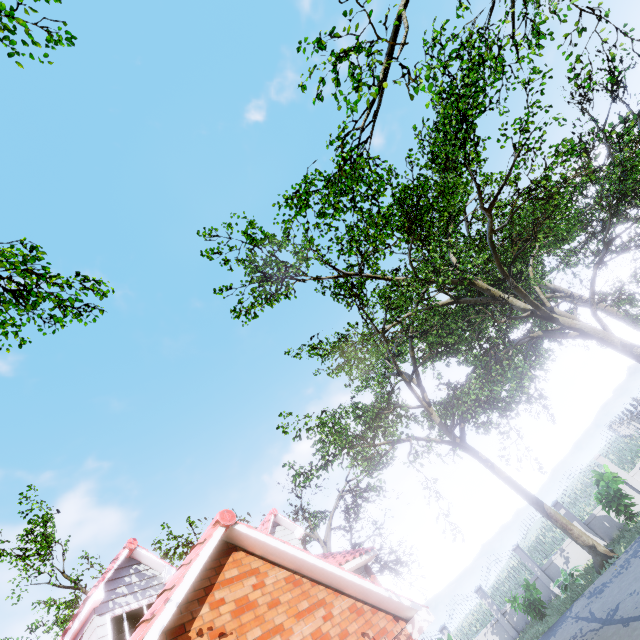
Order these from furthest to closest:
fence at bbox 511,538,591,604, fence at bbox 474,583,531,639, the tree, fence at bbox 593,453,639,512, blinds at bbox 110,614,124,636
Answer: fence at bbox 474,583,531,639 < fence at bbox 511,538,591,604 < fence at bbox 593,453,639,512 < the tree < blinds at bbox 110,614,124,636

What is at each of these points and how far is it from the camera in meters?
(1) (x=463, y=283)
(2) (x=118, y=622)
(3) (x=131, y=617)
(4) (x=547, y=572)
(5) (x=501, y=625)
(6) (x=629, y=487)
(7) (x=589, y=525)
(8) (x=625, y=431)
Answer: (1) tree, 17.2
(2) blinds, 8.5
(3) blinds, 8.8
(4) fence, 16.6
(5) fence, 17.1
(6) fence, 15.6
(7) fence, 16.1
(8) fence, 32.0

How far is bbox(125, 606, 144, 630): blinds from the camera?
8.62m

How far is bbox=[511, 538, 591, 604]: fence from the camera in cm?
1605

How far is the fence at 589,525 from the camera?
15.5m

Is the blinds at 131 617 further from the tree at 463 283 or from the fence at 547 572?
the fence at 547 572

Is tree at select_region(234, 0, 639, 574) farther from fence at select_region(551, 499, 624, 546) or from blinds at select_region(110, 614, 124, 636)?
blinds at select_region(110, 614, 124, 636)
